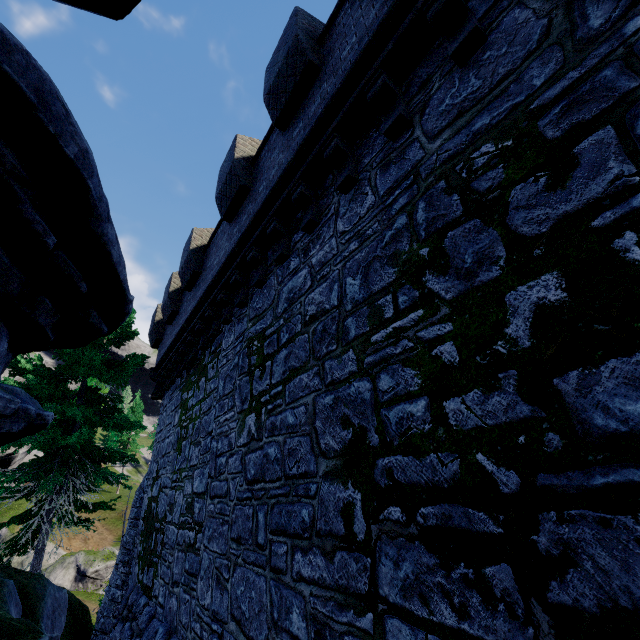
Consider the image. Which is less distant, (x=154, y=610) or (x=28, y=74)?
(x=28, y=74)

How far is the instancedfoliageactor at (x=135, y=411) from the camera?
56.1 meters

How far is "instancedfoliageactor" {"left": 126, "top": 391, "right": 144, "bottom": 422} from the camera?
56.1m

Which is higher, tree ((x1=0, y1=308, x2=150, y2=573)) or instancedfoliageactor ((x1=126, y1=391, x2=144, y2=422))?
instancedfoliageactor ((x1=126, y1=391, x2=144, y2=422))

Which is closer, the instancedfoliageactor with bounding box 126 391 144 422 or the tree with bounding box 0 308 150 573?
the tree with bounding box 0 308 150 573

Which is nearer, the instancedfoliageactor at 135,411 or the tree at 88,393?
the tree at 88,393
